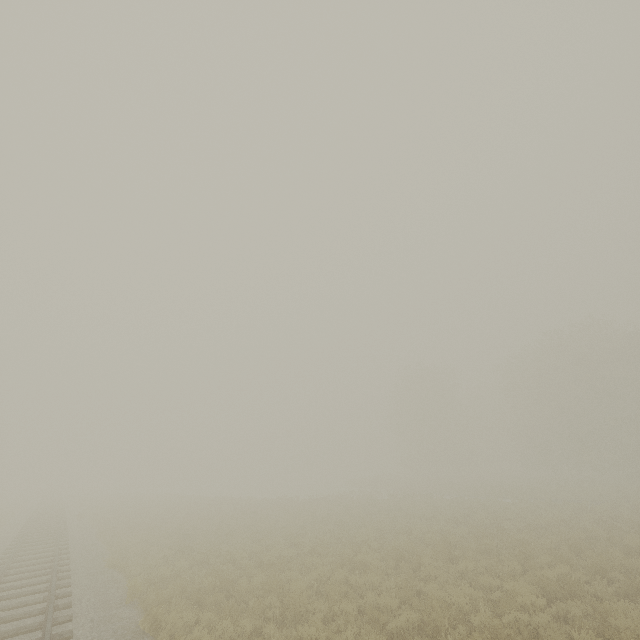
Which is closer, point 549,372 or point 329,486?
point 549,372
